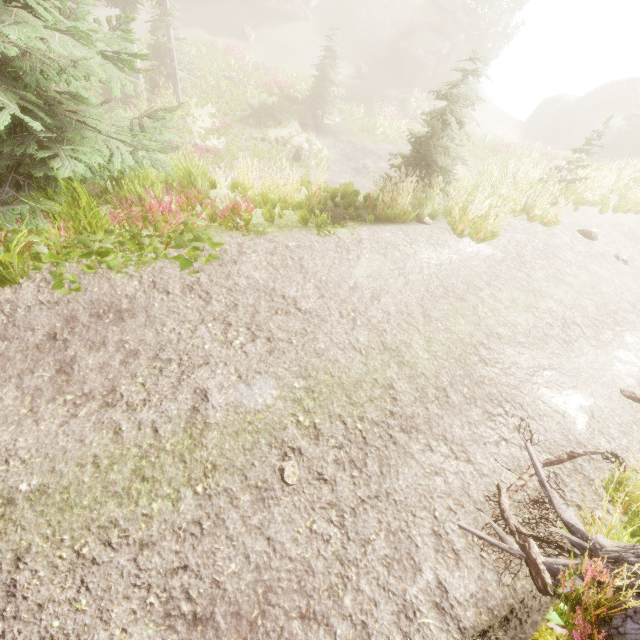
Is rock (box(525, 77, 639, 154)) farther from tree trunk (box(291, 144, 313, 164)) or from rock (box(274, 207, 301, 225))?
rock (box(274, 207, 301, 225))

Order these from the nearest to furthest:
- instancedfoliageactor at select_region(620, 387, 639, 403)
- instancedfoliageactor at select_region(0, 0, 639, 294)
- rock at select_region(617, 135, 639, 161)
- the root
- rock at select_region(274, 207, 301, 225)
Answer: the root
instancedfoliageactor at select_region(0, 0, 639, 294)
instancedfoliageactor at select_region(620, 387, 639, 403)
rock at select_region(274, 207, 301, 225)
rock at select_region(617, 135, 639, 161)

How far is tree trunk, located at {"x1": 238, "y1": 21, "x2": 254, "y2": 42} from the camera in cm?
2889

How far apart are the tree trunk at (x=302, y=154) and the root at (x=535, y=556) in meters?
17.8

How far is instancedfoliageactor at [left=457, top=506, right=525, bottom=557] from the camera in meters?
3.3 m

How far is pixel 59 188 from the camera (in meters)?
5.05

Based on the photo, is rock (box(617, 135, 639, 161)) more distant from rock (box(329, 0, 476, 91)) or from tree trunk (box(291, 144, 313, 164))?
tree trunk (box(291, 144, 313, 164))

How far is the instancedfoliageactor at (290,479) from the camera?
3.5m
